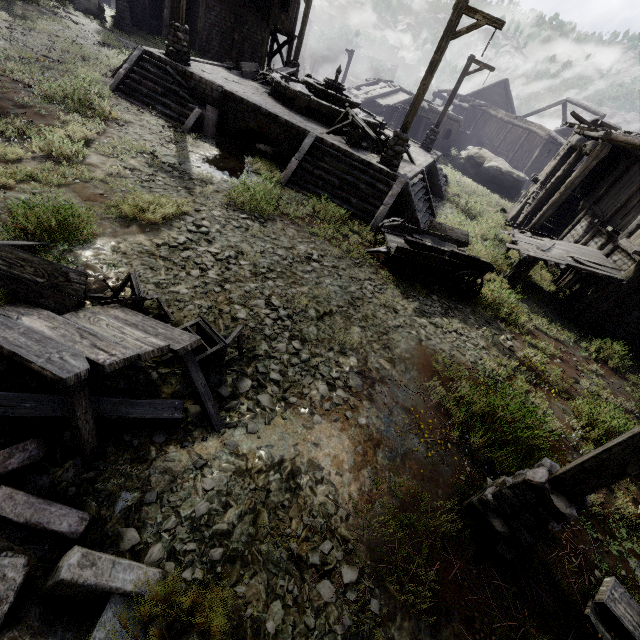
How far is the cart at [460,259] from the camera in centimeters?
877cm

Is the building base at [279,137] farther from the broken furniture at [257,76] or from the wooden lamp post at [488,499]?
the wooden lamp post at [488,499]

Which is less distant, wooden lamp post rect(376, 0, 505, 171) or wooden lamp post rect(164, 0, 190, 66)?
wooden lamp post rect(376, 0, 505, 171)

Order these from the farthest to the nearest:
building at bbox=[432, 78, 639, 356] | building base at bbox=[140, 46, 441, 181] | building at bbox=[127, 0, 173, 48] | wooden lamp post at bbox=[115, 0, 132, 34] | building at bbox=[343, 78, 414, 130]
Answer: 1. building at bbox=[343, 78, 414, 130]
2. building at bbox=[127, 0, 173, 48]
3. wooden lamp post at bbox=[115, 0, 132, 34]
4. building base at bbox=[140, 46, 441, 181]
5. building at bbox=[432, 78, 639, 356]

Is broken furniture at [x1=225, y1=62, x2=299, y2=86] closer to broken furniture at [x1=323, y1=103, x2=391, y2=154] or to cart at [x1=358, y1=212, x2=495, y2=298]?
broken furniture at [x1=323, y1=103, x2=391, y2=154]

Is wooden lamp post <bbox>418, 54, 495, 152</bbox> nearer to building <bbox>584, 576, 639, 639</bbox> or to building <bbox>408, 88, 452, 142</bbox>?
building <bbox>584, 576, 639, 639</bbox>

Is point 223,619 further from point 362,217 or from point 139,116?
point 139,116

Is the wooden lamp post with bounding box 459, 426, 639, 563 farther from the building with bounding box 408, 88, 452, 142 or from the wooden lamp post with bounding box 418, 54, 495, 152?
the building with bounding box 408, 88, 452, 142
